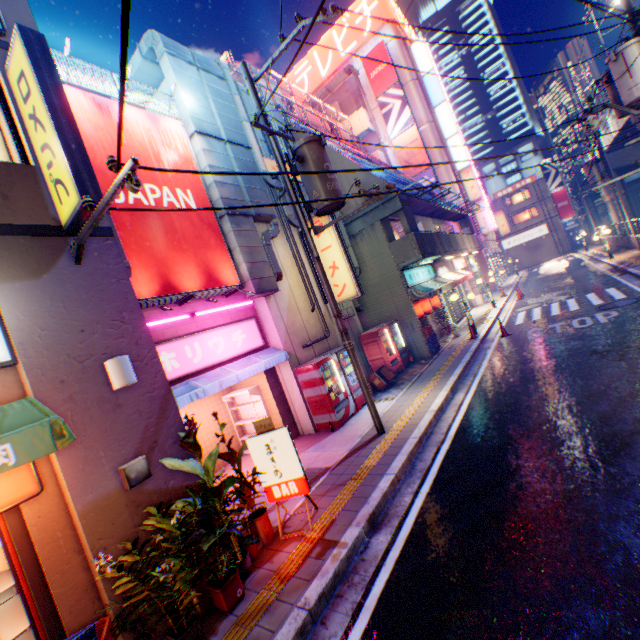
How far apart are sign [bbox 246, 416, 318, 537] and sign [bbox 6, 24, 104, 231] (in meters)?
3.97

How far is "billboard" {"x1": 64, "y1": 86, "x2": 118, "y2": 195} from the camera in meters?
7.0

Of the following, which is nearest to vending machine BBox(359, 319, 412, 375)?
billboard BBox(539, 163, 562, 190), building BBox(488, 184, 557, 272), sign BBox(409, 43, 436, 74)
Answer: sign BBox(409, 43, 436, 74)

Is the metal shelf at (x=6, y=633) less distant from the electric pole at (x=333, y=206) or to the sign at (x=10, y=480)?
the sign at (x=10, y=480)

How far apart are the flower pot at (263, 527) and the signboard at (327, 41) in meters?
42.6

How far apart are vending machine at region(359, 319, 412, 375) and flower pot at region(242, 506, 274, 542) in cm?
831

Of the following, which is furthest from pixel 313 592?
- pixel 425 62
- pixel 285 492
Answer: pixel 425 62

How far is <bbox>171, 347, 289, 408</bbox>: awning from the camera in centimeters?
732cm
